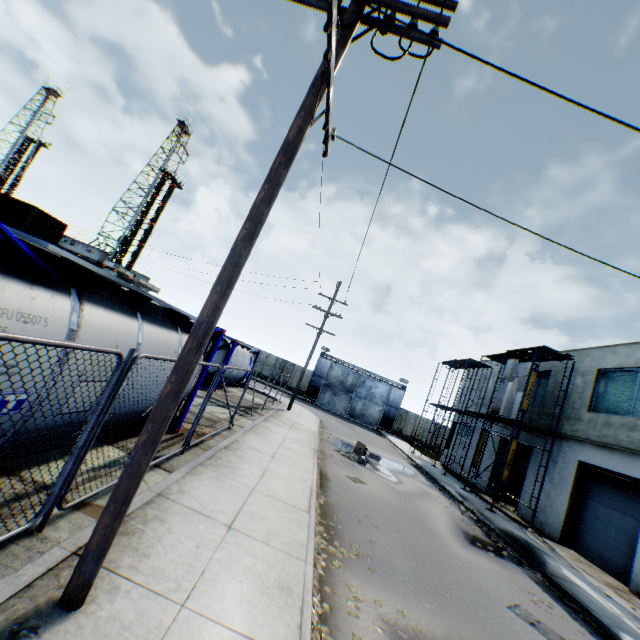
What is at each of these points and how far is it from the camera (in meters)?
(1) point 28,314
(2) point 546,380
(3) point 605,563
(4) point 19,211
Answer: (1) tank container, 3.44
(2) building, 20.34
(3) building, 13.14
(4) storage container, 20.28

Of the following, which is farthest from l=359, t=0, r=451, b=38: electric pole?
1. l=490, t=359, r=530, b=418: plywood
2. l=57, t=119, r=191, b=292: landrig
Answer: l=57, t=119, r=191, b=292: landrig

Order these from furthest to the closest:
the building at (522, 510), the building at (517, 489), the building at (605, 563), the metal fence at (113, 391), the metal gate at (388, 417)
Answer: the metal gate at (388, 417)
the building at (517, 489)
the building at (522, 510)
the building at (605, 563)
the metal fence at (113, 391)

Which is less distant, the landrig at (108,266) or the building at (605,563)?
the building at (605,563)

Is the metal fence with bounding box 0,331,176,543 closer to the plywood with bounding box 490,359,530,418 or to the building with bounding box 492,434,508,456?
the building with bounding box 492,434,508,456

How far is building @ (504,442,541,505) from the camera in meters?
18.3

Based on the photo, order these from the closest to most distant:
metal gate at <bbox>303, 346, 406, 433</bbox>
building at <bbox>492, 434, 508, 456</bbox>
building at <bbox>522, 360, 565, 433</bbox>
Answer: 1. building at <bbox>522, 360, 565, 433</bbox>
2. building at <bbox>492, 434, 508, 456</bbox>
3. metal gate at <bbox>303, 346, 406, 433</bbox>

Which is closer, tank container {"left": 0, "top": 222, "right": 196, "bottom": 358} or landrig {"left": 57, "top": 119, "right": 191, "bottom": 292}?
tank container {"left": 0, "top": 222, "right": 196, "bottom": 358}
